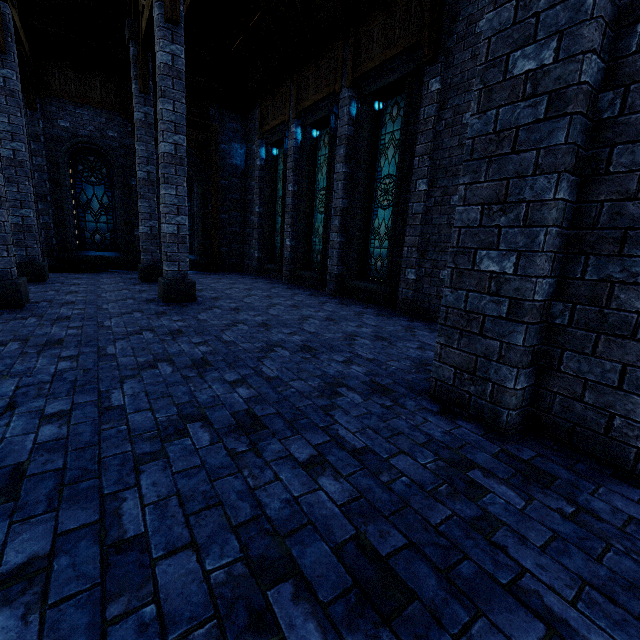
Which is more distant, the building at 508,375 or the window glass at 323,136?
the window glass at 323,136

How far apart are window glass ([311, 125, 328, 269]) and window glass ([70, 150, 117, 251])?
8.15m

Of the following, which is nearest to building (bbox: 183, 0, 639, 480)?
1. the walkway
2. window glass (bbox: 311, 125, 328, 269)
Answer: the walkway

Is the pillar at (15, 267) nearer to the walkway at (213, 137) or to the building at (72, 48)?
the building at (72, 48)

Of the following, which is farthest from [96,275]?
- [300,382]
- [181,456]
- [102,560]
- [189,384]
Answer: [102,560]

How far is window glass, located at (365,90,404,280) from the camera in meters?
8.1 m

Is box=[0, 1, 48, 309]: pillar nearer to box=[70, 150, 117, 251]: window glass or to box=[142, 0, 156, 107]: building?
box=[142, 0, 156, 107]: building

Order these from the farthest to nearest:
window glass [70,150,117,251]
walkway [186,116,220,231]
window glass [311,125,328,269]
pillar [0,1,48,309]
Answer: walkway [186,116,220,231]
window glass [70,150,117,251]
window glass [311,125,328,269]
pillar [0,1,48,309]
